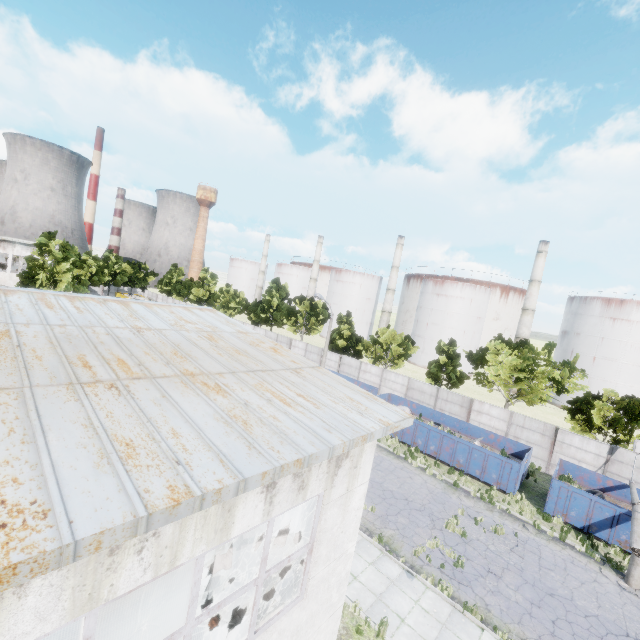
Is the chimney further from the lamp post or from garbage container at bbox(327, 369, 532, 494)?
the lamp post

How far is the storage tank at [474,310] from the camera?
58.9 meters

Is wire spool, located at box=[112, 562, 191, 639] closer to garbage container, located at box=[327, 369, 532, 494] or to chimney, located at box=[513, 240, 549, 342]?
garbage container, located at box=[327, 369, 532, 494]

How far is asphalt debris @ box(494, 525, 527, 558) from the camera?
15.1 meters

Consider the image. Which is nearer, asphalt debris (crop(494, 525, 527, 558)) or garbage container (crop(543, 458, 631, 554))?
asphalt debris (crop(494, 525, 527, 558))

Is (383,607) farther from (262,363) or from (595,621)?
(262,363)

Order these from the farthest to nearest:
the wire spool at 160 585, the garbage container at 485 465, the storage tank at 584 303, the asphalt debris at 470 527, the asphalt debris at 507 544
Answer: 1. the storage tank at 584 303
2. the garbage container at 485 465
3. the asphalt debris at 470 527
4. the asphalt debris at 507 544
5. the wire spool at 160 585
